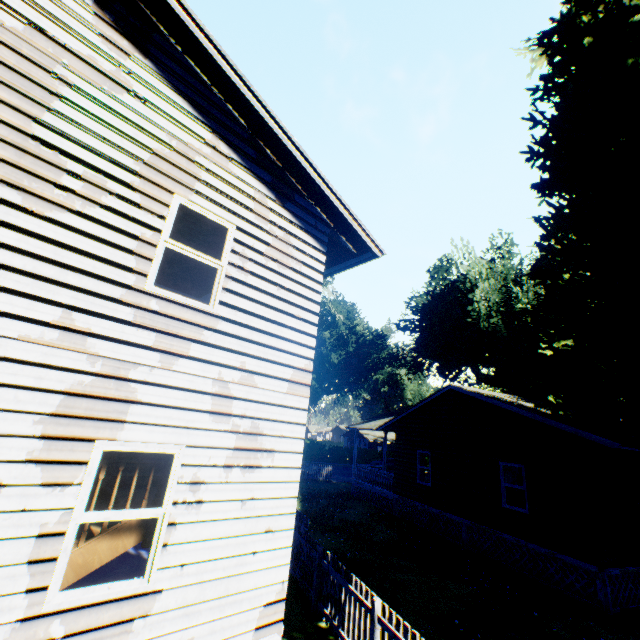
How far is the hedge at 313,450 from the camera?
43.4m

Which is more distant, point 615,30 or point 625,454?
point 615,30

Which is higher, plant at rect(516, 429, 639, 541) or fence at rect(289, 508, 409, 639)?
plant at rect(516, 429, 639, 541)

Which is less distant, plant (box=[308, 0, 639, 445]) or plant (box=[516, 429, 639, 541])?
plant (box=[516, 429, 639, 541])

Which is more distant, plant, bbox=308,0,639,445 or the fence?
plant, bbox=308,0,639,445

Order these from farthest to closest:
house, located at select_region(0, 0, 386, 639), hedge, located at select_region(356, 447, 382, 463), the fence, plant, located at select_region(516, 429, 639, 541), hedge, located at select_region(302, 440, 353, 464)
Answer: hedge, located at select_region(356, 447, 382, 463), hedge, located at select_region(302, 440, 353, 464), plant, located at select_region(516, 429, 639, 541), the fence, house, located at select_region(0, 0, 386, 639)

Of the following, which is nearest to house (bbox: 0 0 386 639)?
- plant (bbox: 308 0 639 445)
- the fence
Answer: plant (bbox: 308 0 639 445)
